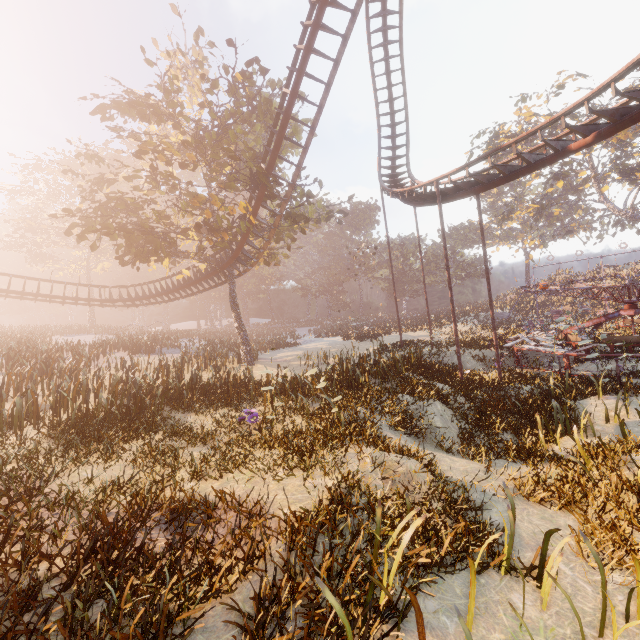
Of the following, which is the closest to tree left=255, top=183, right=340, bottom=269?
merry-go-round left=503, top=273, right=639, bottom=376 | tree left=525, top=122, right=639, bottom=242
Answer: merry-go-round left=503, top=273, right=639, bottom=376

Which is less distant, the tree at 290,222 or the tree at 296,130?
the tree at 290,222

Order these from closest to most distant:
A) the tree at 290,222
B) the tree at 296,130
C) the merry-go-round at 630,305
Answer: the merry-go-round at 630,305, the tree at 290,222, the tree at 296,130

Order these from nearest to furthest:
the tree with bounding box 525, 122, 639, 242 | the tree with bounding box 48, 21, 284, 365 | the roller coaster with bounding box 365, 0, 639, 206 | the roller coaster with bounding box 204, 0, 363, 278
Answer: the roller coaster with bounding box 365, 0, 639, 206 → the roller coaster with bounding box 204, 0, 363, 278 → the tree with bounding box 48, 21, 284, 365 → the tree with bounding box 525, 122, 639, 242

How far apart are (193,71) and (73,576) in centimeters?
2697cm

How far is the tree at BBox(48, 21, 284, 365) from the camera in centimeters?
1623cm

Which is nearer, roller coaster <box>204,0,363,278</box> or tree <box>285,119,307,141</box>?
roller coaster <box>204,0,363,278</box>

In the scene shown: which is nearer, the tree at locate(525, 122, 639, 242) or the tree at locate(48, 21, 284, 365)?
the tree at locate(48, 21, 284, 365)
